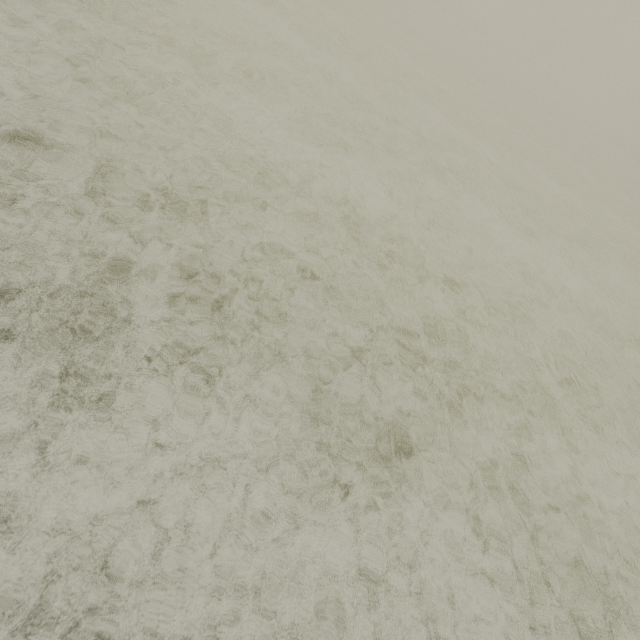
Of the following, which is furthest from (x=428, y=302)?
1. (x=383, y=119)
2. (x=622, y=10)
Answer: (x=622, y=10)
